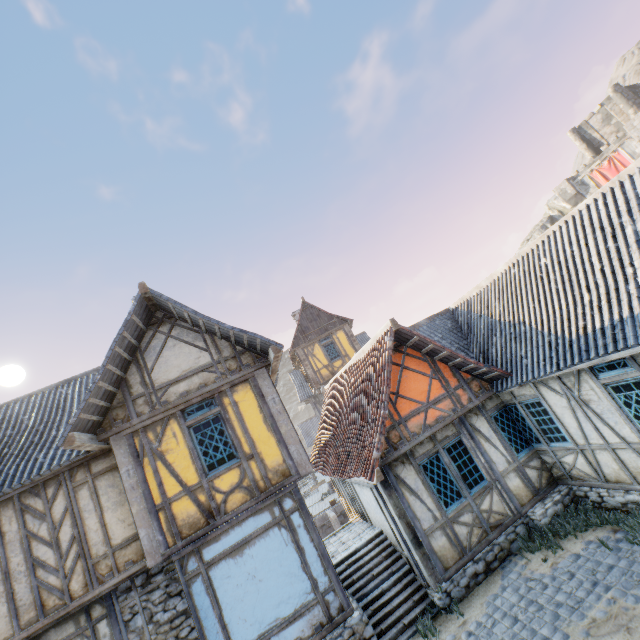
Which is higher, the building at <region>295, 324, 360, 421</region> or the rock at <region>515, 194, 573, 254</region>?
the rock at <region>515, 194, 573, 254</region>

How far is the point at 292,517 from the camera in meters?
7.7

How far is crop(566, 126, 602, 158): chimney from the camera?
35.6 meters

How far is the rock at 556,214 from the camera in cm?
3959

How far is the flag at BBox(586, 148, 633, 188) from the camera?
30.0 meters

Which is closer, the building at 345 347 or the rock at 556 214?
the building at 345 347

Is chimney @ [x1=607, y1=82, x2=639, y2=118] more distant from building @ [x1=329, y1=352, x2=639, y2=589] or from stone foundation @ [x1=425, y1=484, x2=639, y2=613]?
stone foundation @ [x1=425, y1=484, x2=639, y2=613]

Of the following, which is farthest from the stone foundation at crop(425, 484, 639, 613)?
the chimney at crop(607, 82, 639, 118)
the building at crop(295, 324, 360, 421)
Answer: the chimney at crop(607, 82, 639, 118)
